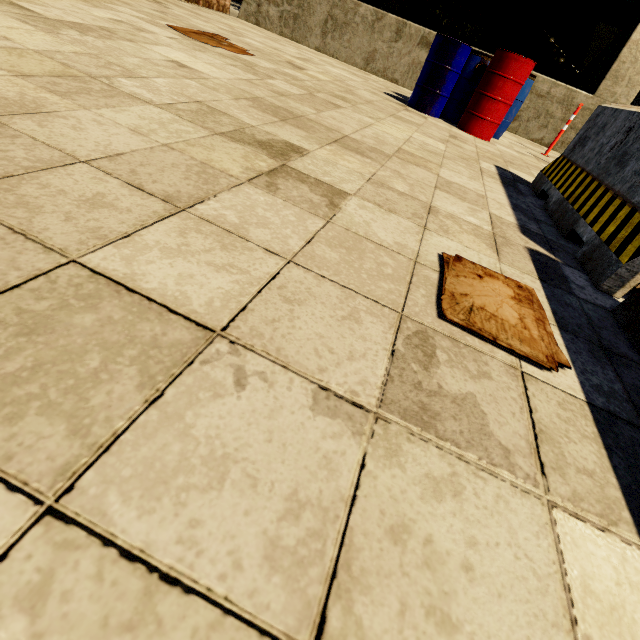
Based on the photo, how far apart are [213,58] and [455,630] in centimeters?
463cm

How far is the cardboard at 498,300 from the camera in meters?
1.1 m

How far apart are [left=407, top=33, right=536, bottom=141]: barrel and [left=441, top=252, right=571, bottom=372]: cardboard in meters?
5.3

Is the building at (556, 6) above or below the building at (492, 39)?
above

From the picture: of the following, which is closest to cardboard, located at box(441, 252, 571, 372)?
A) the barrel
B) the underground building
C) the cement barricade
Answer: the cement barricade

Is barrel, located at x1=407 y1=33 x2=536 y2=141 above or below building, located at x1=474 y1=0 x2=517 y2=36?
below

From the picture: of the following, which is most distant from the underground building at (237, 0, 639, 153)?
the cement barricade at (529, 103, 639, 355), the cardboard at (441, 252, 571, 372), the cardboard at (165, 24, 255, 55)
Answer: the cardboard at (441, 252, 571, 372)

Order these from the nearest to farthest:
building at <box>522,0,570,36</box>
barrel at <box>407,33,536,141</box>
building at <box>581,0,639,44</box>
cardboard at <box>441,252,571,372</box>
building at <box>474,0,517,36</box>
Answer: cardboard at <box>441,252,571,372</box>
barrel at <box>407,33,536,141</box>
building at <box>581,0,639,44</box>
building at <box>522,0,570,36</box>
building at <box>474,0,517,36</box>
